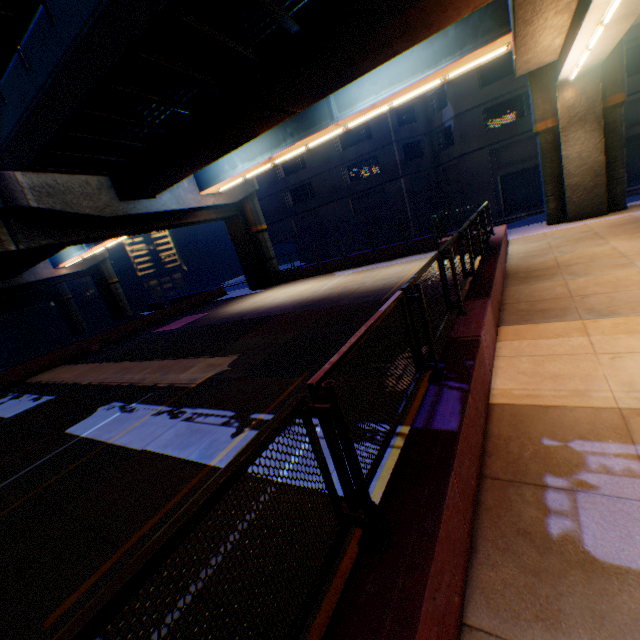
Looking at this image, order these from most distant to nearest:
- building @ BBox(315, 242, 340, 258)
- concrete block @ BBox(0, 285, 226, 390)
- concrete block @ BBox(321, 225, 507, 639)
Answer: building @ BBox(315, 242, 340, 258), concrete block @ BBox(0, 285, 226, 390), concrete block @ BBox(321, 225, 507, 639)

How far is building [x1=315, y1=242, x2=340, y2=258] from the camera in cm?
3506

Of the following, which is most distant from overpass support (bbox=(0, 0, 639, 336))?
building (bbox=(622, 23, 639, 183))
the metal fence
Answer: building (bbox=(622, 23, 639, 183))

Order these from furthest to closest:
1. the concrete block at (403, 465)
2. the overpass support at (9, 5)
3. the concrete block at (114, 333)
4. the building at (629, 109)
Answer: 1. the building at (629, 109)
2. the concrete block at (114, 333)
3. the overpass support at (9, 5)
4. the concrete block at (403, 465)

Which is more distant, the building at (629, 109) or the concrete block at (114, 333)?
the building at (629, 109)

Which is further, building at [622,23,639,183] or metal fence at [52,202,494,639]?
building at [622,23,639,183]

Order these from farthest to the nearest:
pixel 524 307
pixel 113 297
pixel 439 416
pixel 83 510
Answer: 1. pixel 113 297
2. pixel 524 307
3. pixel 83 510
4. pixel 439 416
